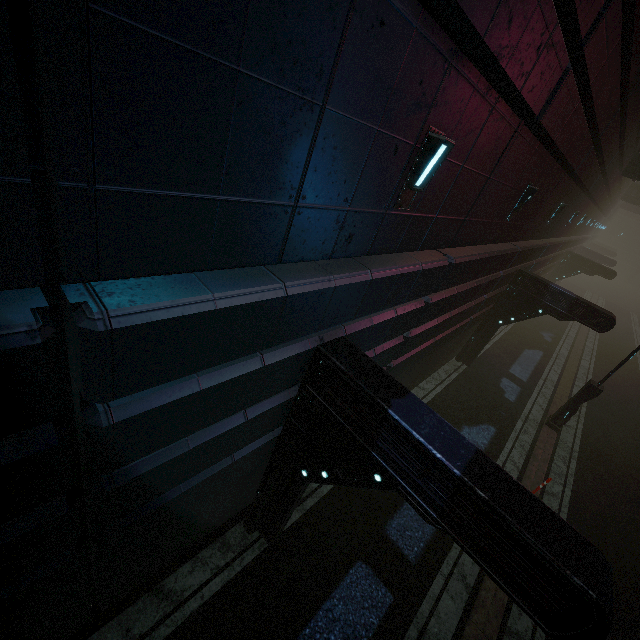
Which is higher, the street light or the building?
the building

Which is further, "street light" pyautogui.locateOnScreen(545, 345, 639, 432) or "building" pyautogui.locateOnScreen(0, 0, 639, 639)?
"street light" pyautogui.locateOnScreen(545, 345, 639, 432)

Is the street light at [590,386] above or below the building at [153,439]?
below

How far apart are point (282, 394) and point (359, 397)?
1.2m

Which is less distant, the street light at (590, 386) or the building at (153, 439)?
the building at (153, 439)
